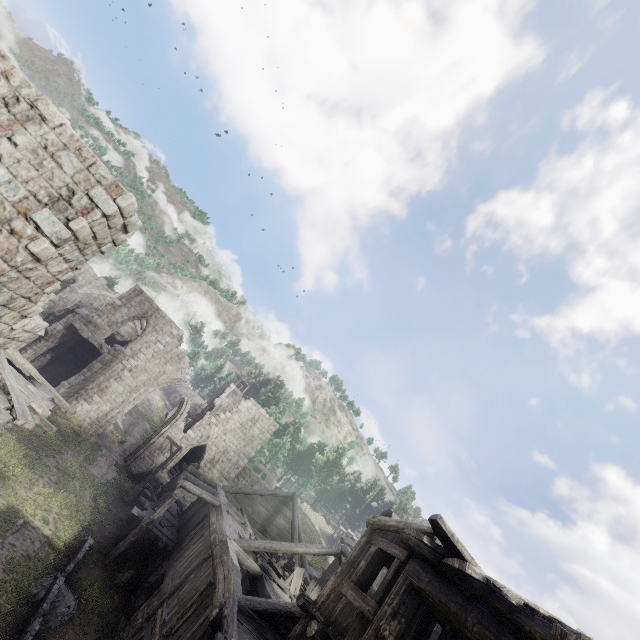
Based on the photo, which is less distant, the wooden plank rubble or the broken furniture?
the wooden plank rubble

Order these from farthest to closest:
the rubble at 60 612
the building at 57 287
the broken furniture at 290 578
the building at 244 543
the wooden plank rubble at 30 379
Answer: the broken furniture at 290 578, the rubble at 60 612, the wooden plank rubble at 30 379, the building at 57 287, the building at 244 543

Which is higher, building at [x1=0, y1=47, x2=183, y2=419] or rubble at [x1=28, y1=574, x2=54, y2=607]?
building at [x1=0, y1=47, x2=183, y2=419]

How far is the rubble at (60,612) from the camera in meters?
11.8

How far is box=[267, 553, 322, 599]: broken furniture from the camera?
15.03m

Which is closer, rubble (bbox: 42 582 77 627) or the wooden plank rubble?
the wooden plank rubble

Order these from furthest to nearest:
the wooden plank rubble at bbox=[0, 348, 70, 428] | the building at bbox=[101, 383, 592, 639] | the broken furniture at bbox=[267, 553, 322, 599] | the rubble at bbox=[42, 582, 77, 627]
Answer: the broken furniture at bbox=[267, 553, 322, 599] → the rubble at bbox=[42, 582, 77, 627] → the wooden plank rubble at bbox=[0, 348, 70, 428] → the building at bbox=[101, 383, 592, 639]

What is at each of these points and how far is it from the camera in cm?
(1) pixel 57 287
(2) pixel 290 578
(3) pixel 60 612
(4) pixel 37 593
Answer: (1) building, 877
(2) broken furniture, 1513
(3) rubble, 1217
(4) rubble, 1205
